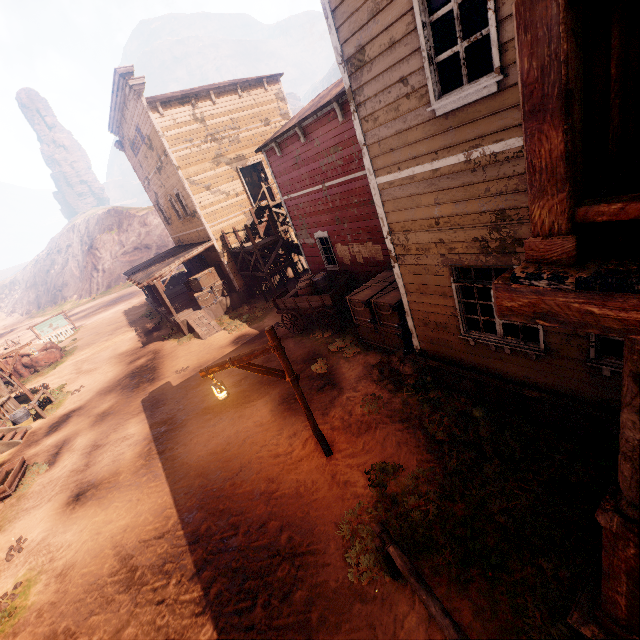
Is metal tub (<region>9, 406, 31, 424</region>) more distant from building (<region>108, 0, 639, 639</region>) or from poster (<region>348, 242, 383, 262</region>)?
poster (<region>348, 242, 383, 262</region>)

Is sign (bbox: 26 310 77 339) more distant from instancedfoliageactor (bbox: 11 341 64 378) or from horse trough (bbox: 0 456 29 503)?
horse trough (bbox: 0 456 29 503)

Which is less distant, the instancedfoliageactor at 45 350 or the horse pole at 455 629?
the horse pole at 455 629

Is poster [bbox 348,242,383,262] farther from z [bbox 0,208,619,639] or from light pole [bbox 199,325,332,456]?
light pole [bbox 199,325,332,456]

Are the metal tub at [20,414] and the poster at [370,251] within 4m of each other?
no

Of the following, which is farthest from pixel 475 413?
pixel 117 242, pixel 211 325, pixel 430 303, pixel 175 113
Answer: pixel 117 242

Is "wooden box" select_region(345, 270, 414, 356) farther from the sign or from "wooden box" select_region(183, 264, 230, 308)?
the sign

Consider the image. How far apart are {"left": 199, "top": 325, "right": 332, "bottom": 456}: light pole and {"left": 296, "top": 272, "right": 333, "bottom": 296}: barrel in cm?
609
